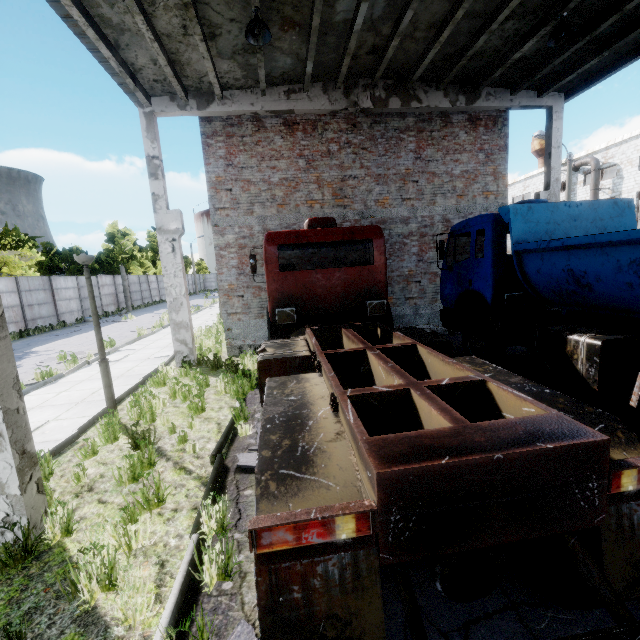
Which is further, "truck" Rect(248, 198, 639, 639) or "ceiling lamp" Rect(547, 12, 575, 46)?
"ceiling lamp" Rect(547, 12, 575, 46)

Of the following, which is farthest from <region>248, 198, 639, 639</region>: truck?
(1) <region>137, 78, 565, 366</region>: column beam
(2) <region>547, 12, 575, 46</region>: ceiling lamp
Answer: (2) <region>547, 12, 575, 46</region>: ceiling lamp

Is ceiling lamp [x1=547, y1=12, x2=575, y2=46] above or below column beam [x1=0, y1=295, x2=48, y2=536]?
above

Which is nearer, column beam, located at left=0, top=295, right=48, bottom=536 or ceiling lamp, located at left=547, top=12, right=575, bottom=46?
column beam, located at left=0, top=295, right=48, bottom=536

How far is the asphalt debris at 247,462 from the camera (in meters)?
4.54

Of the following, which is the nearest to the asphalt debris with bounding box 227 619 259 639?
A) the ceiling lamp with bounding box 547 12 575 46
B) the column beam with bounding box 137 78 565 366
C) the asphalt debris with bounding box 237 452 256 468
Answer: the asphalt debris with bounding box 237 452 256 468

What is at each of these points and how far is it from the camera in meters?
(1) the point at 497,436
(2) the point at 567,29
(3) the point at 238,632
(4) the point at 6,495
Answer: (1) truck, 2.0
(2) ceiling lamp, 7.0
(3) asphalt debris, 2.4
(4) column beam, 3.5

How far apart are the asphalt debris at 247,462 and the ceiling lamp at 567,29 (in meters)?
9.75
